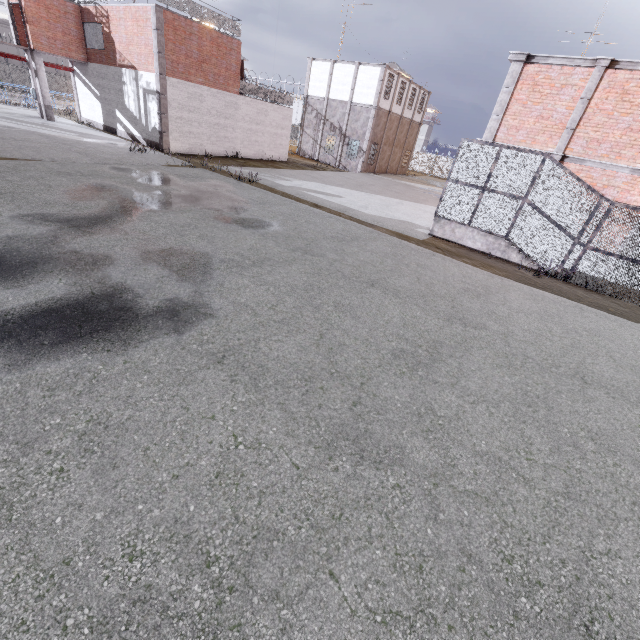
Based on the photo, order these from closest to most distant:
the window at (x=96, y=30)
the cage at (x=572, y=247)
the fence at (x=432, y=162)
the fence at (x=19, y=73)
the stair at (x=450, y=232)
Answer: the cage at (x=572, y=247) → the stair at (x=450, y=232) → the window at (x=96, y=30) → the fence at (x=19, y=73) → the fence at (x=432, y=162)

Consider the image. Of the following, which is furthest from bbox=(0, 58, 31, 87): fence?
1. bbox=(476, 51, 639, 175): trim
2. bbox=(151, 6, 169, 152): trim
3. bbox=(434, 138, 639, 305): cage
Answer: bbox=(476, 51, 639, 175): trim

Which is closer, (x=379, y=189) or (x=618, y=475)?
(x=618, y=475)

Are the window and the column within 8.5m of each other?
yes

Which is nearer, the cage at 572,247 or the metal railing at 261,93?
the cage at 572,247

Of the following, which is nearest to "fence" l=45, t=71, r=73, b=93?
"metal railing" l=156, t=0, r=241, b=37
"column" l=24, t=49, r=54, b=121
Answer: "metal railing" l=156, t=0, r=241, b=37

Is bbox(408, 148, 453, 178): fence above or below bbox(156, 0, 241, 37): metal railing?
below

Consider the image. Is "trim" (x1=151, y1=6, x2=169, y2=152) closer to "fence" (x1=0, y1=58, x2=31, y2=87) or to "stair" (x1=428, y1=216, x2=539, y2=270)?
"fence" (x1=0, y1=58, x2=31, y2=87)
